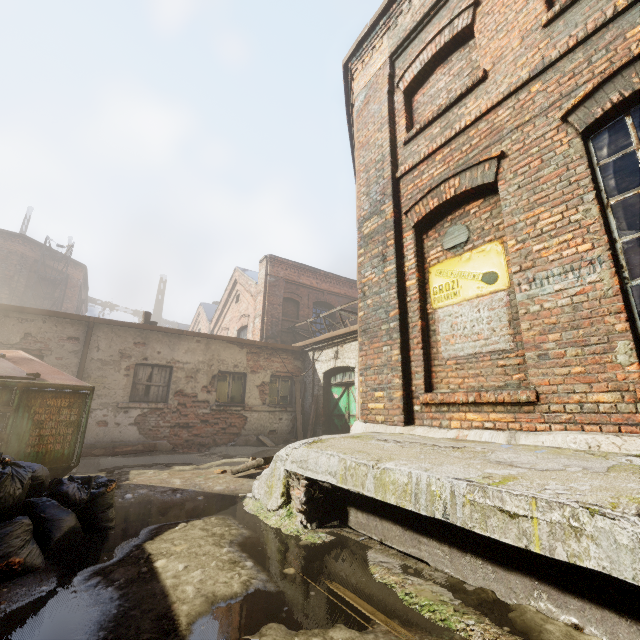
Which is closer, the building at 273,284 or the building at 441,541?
the building at 441,541

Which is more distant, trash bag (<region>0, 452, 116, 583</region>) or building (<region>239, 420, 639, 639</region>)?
trash bag (<region>0, 452, 116, 583</region>)

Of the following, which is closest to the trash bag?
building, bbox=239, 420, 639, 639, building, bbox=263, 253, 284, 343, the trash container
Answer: the trash container

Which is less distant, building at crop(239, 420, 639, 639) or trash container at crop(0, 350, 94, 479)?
building at crop(239, 420, 639, 639)

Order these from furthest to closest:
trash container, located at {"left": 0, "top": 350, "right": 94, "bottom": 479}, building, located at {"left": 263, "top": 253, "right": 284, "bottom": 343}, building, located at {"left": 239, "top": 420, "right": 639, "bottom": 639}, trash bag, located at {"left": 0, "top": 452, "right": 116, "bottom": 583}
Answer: building, located at {"left": 263, "top": 253, "right": 284, "bottom": 343} < trash container, located at {"left": 0, "top": 350, "right": 94, "bottom": 479} < trash bag, located at {"left": 0, "top": 452, "right": 116, "bottom": 583} < building, located at {"left": 239, "top": 420, "right": 639, "bottom": 639}

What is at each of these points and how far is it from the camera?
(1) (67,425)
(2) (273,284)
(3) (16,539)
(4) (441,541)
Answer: (1) trash container, 4.2m
(2) building, 15.1m
(3) trash bag, 2.3m
(4) building, 2.5m

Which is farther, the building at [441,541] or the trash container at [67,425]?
the trash container at [67,425]

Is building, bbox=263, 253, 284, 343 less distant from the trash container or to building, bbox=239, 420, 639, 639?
building, bbox=239, 420, 639, 639
